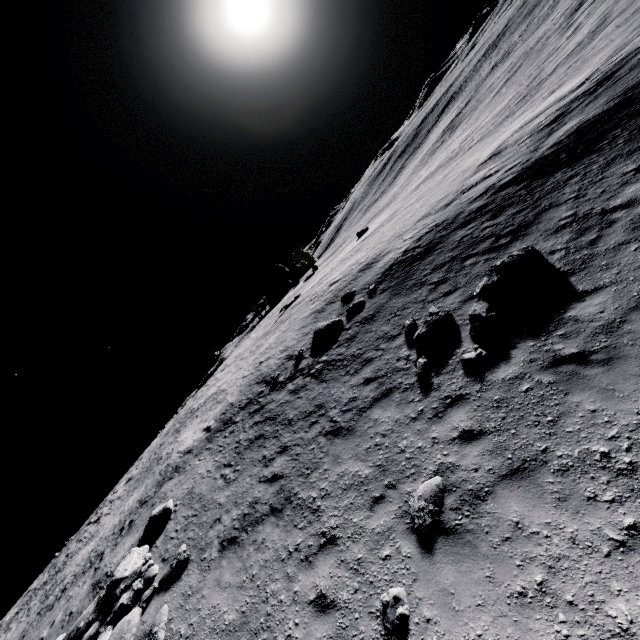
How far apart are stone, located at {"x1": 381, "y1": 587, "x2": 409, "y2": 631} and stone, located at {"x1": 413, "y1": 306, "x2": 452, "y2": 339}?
6.2m

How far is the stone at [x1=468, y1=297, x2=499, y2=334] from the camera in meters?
8.4 m

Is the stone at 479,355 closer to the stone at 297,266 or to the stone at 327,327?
the stone at 327,327

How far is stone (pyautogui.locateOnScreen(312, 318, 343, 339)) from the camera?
15.3m

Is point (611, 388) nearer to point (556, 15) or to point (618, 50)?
point (618, 50)

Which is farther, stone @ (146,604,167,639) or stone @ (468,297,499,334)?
stone @ (468,297,499,334)

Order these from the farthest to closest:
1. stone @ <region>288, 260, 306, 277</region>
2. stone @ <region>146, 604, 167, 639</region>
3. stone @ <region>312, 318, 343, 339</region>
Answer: stone @ <region>288, 260, 306, 277</region> → stone @ <region>312, 318, 343, 339</region> → stone @ <region>146, 604, 167, 639</region>

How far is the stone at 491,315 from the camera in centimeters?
844cm
